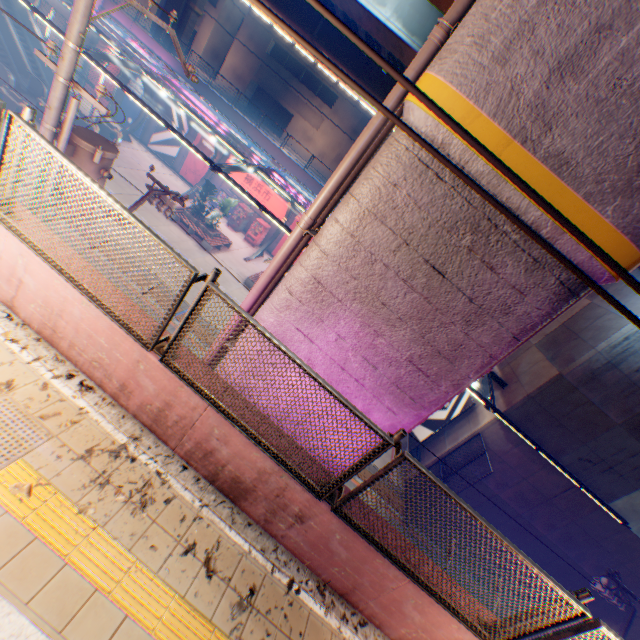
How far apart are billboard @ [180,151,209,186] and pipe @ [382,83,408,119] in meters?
24.6

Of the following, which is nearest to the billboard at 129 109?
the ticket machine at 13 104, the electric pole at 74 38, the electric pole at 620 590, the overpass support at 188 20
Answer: the overpass support at 188 20

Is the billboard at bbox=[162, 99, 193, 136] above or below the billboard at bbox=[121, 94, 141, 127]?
above

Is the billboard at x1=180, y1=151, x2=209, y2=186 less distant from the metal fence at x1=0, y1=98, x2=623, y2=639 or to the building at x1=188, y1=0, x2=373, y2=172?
the metal fence at x1=0, y1=98, x2=623, y2=639

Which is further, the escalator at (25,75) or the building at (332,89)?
the building at (332,89)

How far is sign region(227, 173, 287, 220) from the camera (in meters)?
25.59

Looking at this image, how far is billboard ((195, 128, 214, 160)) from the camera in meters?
25.7

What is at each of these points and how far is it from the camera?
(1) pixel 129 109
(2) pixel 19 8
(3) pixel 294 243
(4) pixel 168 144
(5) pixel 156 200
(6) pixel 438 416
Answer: (1) billboard, 26.8 meters
(2) escalator, 21.8 meters
(3) pipe, 4.9 meters
(4) billboard, 26.8 meters
(5) electric pole, 9.1 meters
(6) billboard, 16.5 meters
